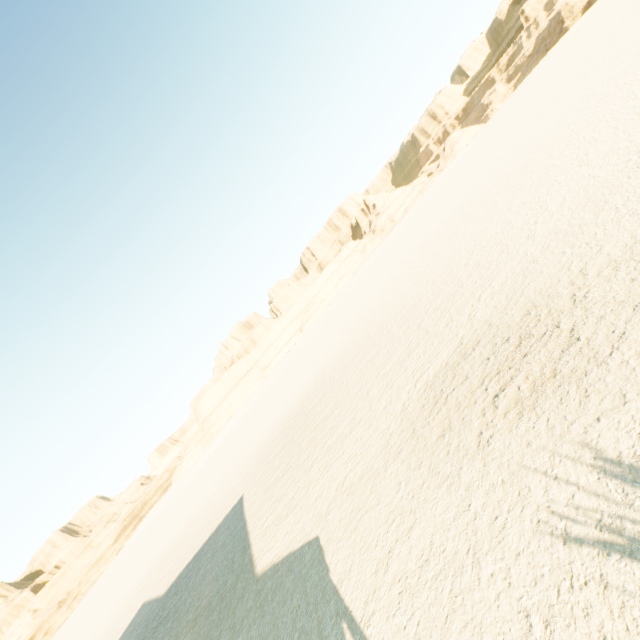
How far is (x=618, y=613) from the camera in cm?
312
